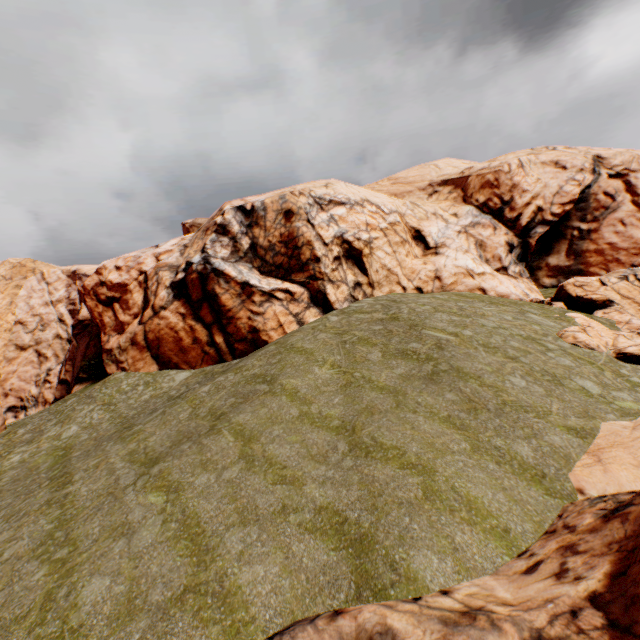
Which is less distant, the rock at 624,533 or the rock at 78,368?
the rock at 624,533

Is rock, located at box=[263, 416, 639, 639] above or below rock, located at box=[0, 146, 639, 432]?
→ below

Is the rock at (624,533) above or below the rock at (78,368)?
below

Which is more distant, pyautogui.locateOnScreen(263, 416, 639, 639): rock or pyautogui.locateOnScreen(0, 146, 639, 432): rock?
pyautogui.locateOnScreen(0, 146, 639, 432): rock

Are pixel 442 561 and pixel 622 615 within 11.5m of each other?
yes
